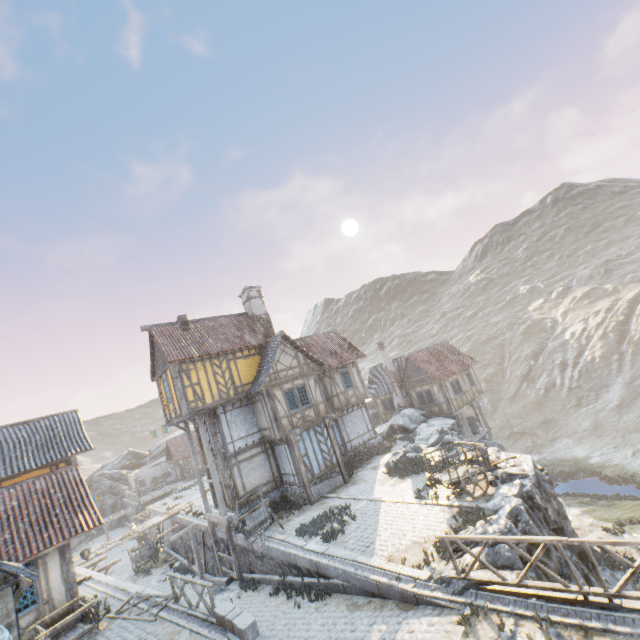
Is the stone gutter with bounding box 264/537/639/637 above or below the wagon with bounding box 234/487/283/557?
below

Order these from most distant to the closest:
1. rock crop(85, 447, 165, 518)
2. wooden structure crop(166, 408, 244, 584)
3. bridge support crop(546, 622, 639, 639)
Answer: rock crop(85, 447, 165, 518) → wooden structure crop(166, 408, 244, 584) → bridge support crop(546, 622, 639, 639)

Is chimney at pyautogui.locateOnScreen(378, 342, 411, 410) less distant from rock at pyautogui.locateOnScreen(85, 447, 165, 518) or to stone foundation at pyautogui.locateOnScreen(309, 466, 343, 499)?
stone foundation at pyautogui.locateOnScreen(309, 466, 343, 499)

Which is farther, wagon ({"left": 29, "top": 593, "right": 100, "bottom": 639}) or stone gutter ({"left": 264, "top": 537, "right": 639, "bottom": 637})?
wagon ({"left": 29, "top": 593, "right": 100, "bottom": 639})

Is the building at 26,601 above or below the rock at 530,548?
above

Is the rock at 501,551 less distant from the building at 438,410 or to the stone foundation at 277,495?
the building at 438,410

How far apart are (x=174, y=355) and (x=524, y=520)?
17.40m

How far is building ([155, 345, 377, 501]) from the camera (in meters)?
18.55
